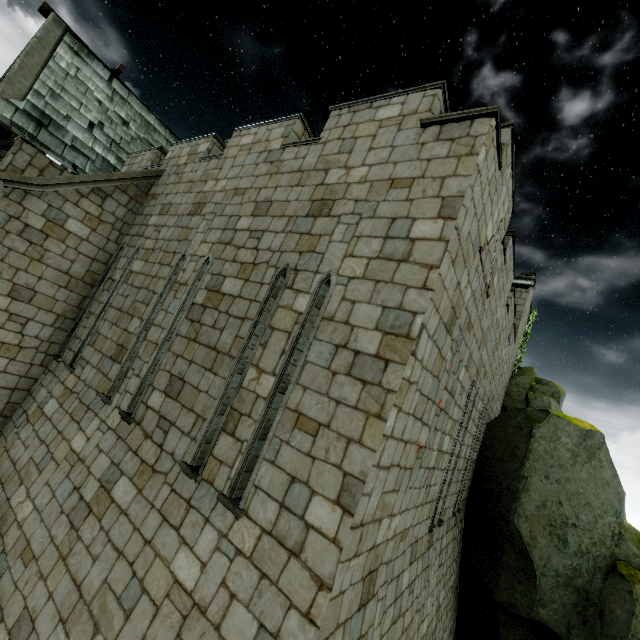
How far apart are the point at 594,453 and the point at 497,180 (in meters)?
9.63

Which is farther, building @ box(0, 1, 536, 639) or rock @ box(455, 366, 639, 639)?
rock @ box(455, 366, 639, 639)

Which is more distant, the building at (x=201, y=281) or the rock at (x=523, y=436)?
the rock at (x=523, y=436)
